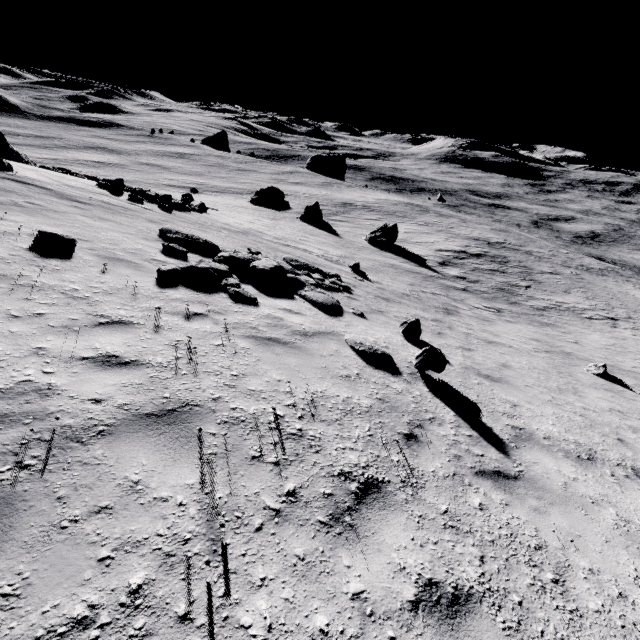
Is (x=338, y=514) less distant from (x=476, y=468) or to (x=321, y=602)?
(x=321, y=602)

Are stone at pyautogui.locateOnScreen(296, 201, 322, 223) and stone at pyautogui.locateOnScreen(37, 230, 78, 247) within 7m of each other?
no

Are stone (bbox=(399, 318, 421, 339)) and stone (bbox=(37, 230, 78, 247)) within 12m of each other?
yes

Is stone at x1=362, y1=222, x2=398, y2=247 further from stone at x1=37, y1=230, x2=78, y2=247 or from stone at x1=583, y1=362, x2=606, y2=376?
stone at x1=37, y1=230, x2=78, y2=247

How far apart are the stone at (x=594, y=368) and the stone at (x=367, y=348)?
10.2m

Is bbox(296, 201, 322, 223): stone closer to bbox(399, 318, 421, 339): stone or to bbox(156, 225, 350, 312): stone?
bbox(156, 225, 350, 312): stone

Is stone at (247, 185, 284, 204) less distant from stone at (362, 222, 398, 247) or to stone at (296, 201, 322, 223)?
stone at (296, 201, 322, 223)

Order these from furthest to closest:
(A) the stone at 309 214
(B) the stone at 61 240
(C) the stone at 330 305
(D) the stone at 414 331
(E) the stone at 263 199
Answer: (E) the stone at 263 199 < (A) the stone at 309 214 < (D) the stone at 414 331 < (C) the stone at 330 305 < (B) the stone at 61 240
